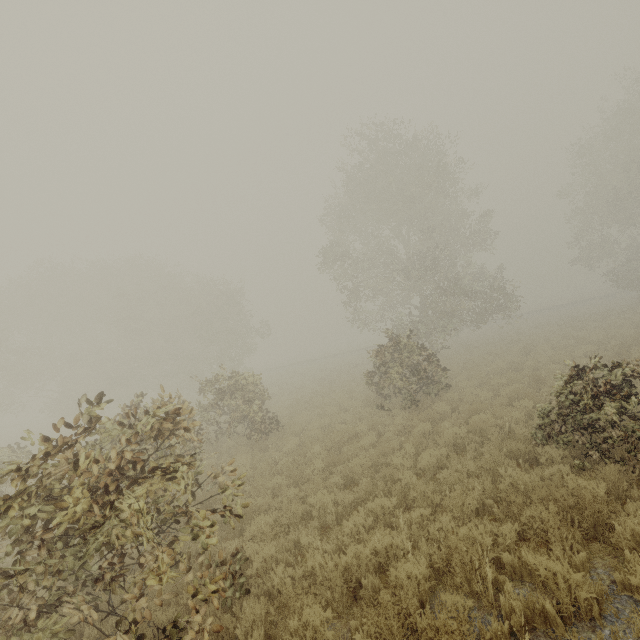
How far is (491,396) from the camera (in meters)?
12.92

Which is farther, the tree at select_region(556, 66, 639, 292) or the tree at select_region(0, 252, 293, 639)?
the tree at select_region(556, 66, 639, 292)

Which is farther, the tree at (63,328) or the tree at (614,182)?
the tree at (614,182)
